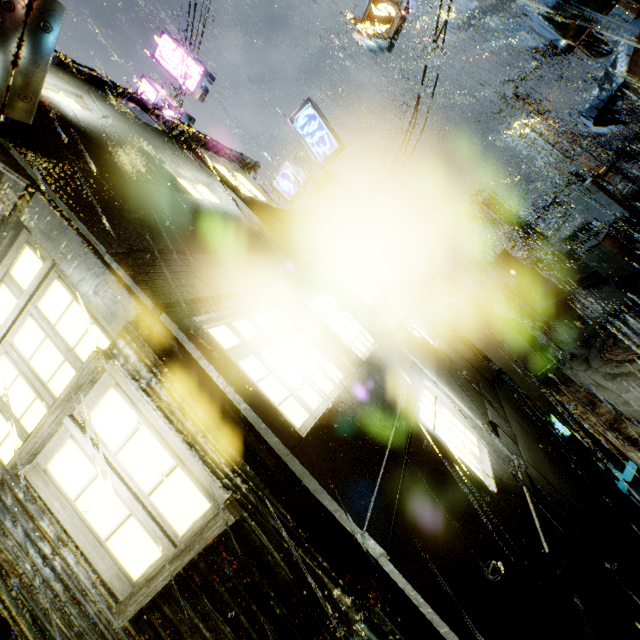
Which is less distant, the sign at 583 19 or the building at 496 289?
the sign at 583 19

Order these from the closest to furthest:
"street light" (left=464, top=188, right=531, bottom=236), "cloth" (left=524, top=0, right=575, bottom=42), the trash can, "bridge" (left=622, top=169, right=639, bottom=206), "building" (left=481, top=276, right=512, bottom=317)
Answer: "cloth" (left=524, top=0, right=575, bottom=42) → "bridge" (left=622, top=169, right=639, bottom=206) → the trash can → "building" (left=481, top=276, right=512, bottom=317) → "street light" (left=464, top=188, right=531, bottom=236)

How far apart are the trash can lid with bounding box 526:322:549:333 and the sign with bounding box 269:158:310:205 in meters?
10.1

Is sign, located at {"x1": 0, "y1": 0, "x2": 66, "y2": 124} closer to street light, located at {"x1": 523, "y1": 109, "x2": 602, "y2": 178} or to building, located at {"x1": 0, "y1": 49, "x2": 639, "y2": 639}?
building, located at {"x1": 0, "y1": 49, "x2": 639, "y2": 639}

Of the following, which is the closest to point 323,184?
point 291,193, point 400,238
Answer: point 291,193

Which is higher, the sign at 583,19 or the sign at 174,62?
the sign at 174,62

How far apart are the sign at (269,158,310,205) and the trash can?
9.27m

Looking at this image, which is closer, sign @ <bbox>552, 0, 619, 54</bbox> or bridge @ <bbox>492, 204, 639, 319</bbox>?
sign @ <bbox>552, 0, 619, 54</bbox>
